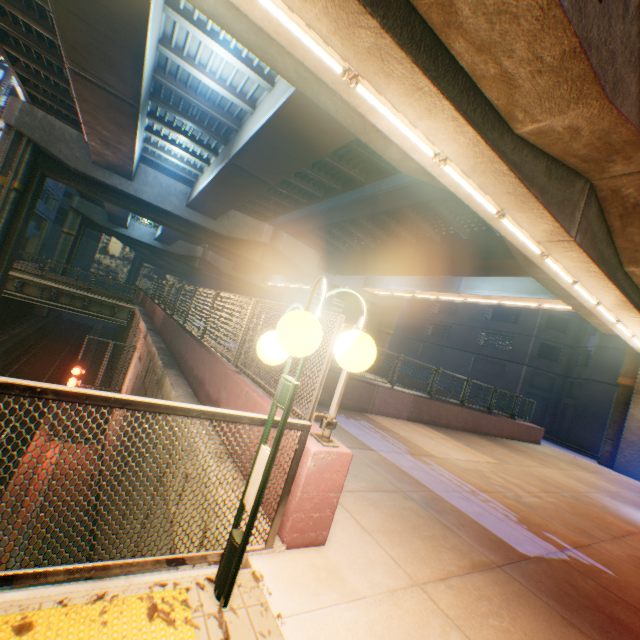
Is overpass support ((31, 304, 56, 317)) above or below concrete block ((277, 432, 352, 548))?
below

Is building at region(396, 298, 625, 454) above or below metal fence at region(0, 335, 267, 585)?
above

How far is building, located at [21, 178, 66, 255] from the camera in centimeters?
3472cm

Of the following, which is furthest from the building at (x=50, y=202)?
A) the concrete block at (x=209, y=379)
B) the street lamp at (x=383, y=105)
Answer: the street lamp at (x=383, y=105)

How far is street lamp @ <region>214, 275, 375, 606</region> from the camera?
1.8m

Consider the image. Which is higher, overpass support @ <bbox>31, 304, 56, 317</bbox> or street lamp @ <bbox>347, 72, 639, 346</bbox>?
street lamp @ <bbox>347, 72, 639, 346</bbox>

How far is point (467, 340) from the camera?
37.5m

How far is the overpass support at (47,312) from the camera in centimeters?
3897cm
